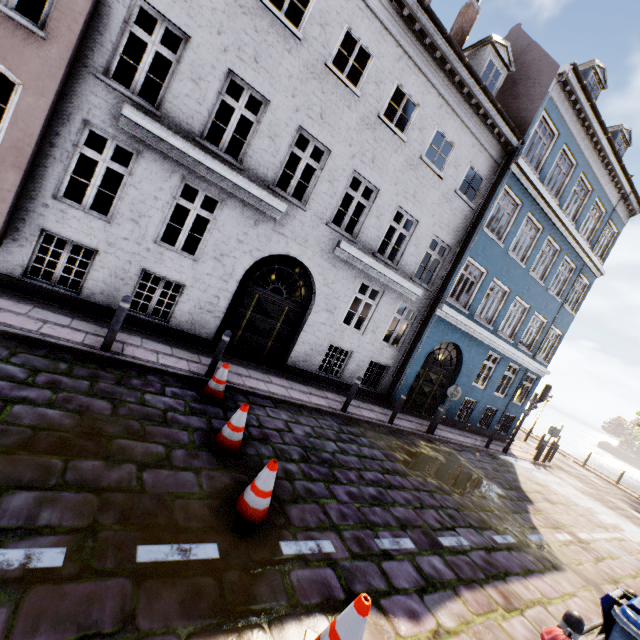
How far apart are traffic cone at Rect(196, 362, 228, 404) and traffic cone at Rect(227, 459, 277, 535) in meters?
2.4

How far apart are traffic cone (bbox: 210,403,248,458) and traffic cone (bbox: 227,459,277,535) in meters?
0.8

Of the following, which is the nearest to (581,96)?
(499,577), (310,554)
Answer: (499,577)

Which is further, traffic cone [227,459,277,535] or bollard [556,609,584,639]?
traffic cone [227,459,277,535]

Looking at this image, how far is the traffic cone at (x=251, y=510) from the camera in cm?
373

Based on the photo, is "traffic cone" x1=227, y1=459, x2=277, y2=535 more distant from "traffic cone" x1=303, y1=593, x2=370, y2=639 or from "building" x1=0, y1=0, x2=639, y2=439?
"building" x1=0, y1=0, x2=639, y2=439

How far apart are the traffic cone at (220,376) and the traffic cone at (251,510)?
2.4m

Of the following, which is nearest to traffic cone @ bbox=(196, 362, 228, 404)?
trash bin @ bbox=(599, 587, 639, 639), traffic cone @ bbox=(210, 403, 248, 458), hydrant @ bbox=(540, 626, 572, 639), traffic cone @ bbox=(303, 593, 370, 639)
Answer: traffic cone @ bbox=(210, 403, 248, 458)
